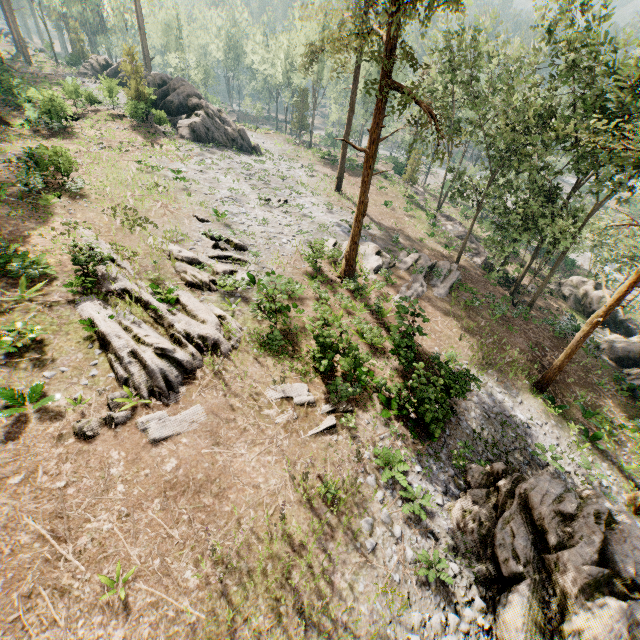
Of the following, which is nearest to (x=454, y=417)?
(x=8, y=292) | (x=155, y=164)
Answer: (x=8, y=292)

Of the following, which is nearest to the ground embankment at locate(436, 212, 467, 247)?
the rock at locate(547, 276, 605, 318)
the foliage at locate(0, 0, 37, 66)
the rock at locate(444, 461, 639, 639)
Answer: A: the rock at locate(547, 276, 605, 318)

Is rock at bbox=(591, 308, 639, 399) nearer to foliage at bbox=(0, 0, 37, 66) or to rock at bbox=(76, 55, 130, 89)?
foliage at bbox=(0, 0, 37, 66)

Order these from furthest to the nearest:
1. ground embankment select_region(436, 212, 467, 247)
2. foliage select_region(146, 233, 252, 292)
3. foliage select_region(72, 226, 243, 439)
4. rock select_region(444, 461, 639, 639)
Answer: ground embankment select_region(436, 212, 467, 247) → foliage select_region(146, 233, 252, 292) → foliage select_region(72, 226, 243, 439) → rock select_region(444, 461, 639, 639)

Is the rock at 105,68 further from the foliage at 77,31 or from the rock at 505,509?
the rock at 505,509

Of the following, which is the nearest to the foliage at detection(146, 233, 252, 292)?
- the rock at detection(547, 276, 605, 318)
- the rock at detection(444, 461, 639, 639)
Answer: the rock at detection(547, 276, 605, 318)

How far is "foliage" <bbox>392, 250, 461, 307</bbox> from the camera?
23.3 meters

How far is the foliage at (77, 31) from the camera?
54.1 meters
